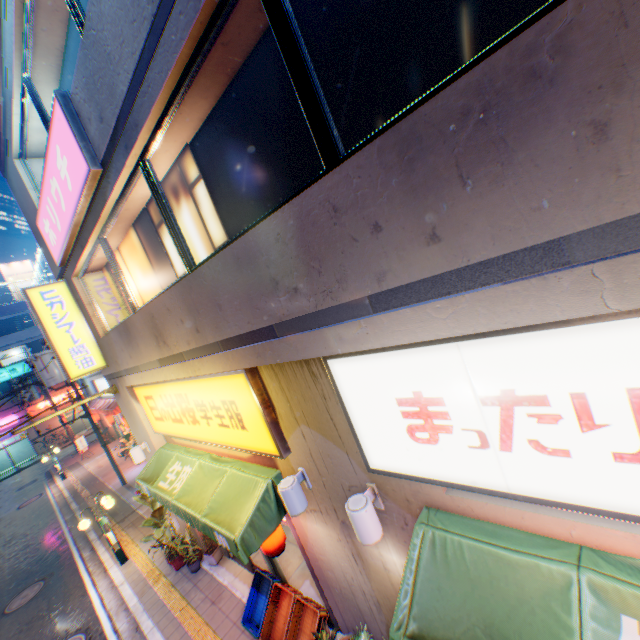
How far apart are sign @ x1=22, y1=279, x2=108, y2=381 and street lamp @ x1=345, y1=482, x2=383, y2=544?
7.9 meters

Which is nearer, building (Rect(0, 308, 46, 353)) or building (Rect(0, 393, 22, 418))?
building (Rect(0, 393, 22, 418))

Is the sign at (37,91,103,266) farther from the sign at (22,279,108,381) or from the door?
the door

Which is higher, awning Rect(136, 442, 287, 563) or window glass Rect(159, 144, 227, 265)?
window glass Rect(159, 144, 227, 265)

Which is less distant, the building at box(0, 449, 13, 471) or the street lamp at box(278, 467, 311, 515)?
the street lamp at box(278, 467, 311, 515)

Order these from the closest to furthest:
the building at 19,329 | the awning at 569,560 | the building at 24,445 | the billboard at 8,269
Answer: the awning at 569,560
the building at 19,329
the building at 24,445
the billboard at 8,269

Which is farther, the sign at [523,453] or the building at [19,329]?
the building at [19,329]

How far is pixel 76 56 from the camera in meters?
5.4 m
